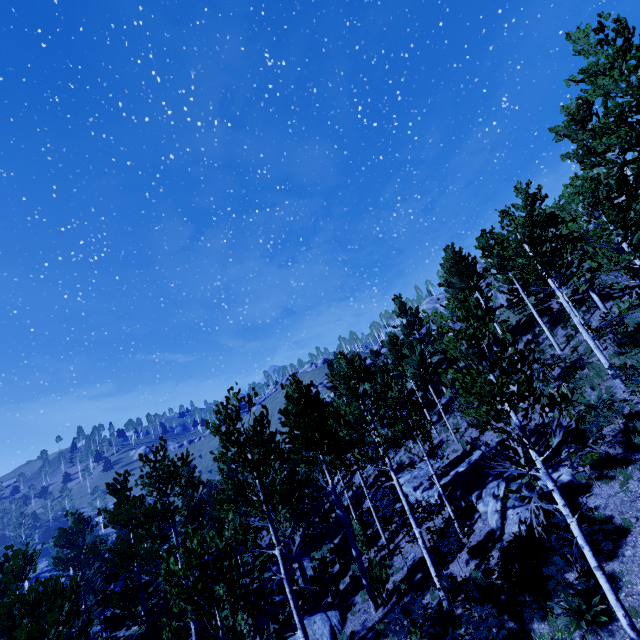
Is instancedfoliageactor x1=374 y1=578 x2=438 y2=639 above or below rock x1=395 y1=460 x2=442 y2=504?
below

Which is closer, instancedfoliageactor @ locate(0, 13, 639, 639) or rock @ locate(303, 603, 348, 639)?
instancedfoliageactor @ locate(0, 13, 639, 639)

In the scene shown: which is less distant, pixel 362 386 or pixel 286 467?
pixel 362 386

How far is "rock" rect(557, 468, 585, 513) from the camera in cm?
1006

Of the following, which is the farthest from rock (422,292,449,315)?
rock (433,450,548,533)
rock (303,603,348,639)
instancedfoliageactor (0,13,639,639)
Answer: rock (303,603,348,639)

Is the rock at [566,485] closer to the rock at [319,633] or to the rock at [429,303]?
the rock at [319,633]

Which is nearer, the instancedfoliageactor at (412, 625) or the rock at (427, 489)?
the instancedfoliageactor at (412, 625)
